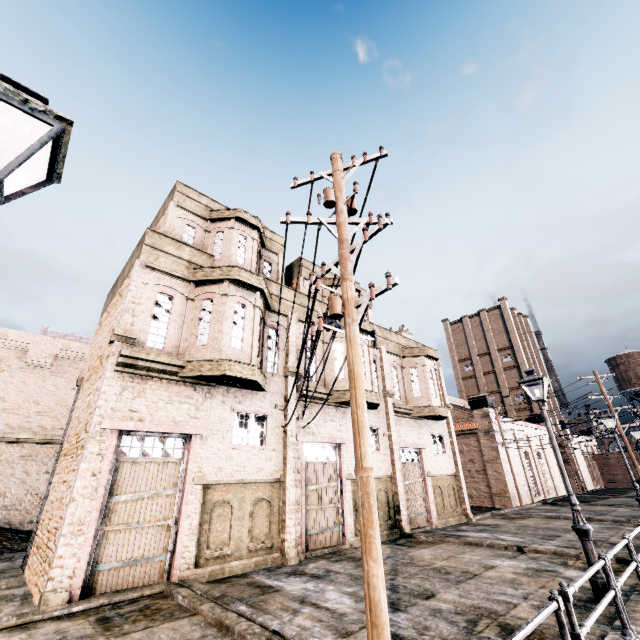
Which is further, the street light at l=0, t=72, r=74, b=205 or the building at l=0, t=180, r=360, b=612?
the building at l=0, t=180, r=360, b=612

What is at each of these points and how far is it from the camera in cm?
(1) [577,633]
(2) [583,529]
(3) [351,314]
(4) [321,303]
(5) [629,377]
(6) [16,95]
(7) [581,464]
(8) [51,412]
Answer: (1) metal railing, 440
(2) street light, 830
(3) electric pole, 510
(4) building, 1950
(5) water tower, 5938
(6) street light, 233
(7) building, 5091
(8) building, 2239

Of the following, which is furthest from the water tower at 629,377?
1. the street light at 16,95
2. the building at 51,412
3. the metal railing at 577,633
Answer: the street light at 16,95

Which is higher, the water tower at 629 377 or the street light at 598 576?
the water tower at 629 377

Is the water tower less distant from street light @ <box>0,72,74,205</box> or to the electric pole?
the electric pole

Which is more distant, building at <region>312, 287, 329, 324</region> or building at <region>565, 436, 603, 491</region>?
building at <region>565, 436, 603, 491</region>

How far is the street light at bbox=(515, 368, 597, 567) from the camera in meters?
8.2

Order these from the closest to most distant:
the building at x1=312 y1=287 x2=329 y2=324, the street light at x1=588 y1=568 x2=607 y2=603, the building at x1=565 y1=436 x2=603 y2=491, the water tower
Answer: the street light at x1=588 y1=568 x2=607 y2=603
the building at x1=312 y1=287 x2=329 y2=324
the building at x1=565 y1=436 x2=603 y2=491
the water tower
